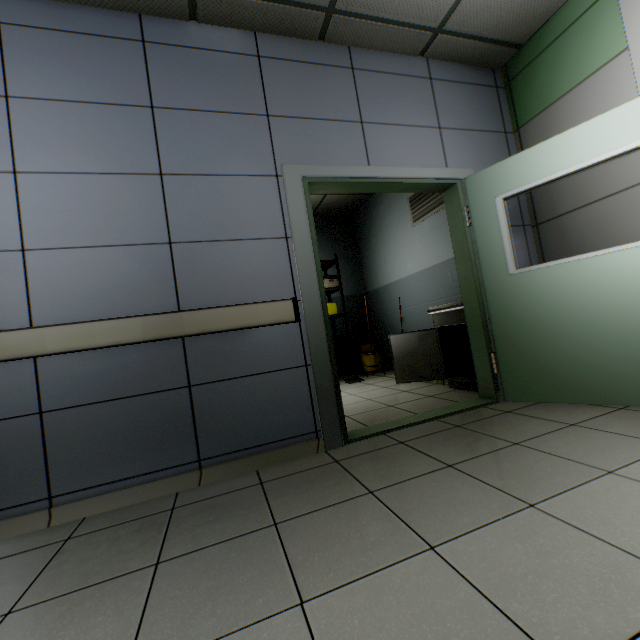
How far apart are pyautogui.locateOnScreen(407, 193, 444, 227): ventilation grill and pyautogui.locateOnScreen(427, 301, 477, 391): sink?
1.29m

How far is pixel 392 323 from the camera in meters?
5.9 m

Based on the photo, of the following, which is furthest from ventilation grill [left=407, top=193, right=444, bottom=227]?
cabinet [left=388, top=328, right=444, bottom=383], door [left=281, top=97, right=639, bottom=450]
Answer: cabinet [left=388, top=328, right=444, bottom=383]

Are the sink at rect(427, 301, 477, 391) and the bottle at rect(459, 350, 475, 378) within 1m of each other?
yes

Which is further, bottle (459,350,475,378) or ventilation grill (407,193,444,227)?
ventilation grill (407,193,444,227)

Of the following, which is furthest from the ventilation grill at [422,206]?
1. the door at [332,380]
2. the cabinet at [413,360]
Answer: the cabinet at [413,360]

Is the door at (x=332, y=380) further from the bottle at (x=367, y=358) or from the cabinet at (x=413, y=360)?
the bottle at (x=367, y=358)

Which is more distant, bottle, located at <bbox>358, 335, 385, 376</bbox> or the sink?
bottle, located at <bbox>358, 335, 385, 376</bbox>
